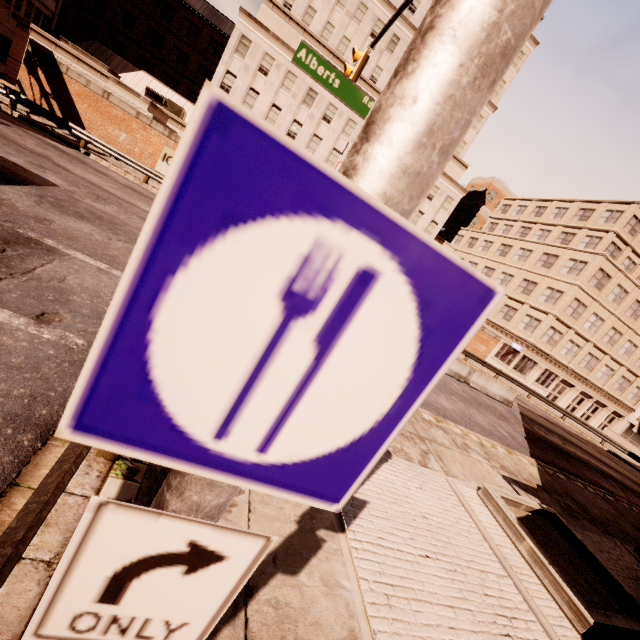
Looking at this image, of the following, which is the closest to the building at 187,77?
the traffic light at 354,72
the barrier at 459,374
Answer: the barrier at 459,374

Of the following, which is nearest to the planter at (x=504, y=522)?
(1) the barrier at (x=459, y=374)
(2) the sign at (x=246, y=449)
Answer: (2) the sign at (x=246, y=449)

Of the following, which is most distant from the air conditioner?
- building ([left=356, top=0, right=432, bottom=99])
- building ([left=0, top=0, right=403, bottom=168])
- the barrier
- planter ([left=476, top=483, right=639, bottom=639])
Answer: planter ([left=476, top=483, right=639, bottom=639])

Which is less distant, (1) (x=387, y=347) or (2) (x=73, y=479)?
(1) (x=387, y=347)

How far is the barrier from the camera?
18.94m

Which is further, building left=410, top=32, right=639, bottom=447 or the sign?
building left=410, top=32, right=639, bottom=447

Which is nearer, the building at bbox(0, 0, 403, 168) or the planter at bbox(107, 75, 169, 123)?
the planter at bbox(107, 75, 169, 123)

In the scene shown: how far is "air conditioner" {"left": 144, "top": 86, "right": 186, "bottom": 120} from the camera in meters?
29.7 m
